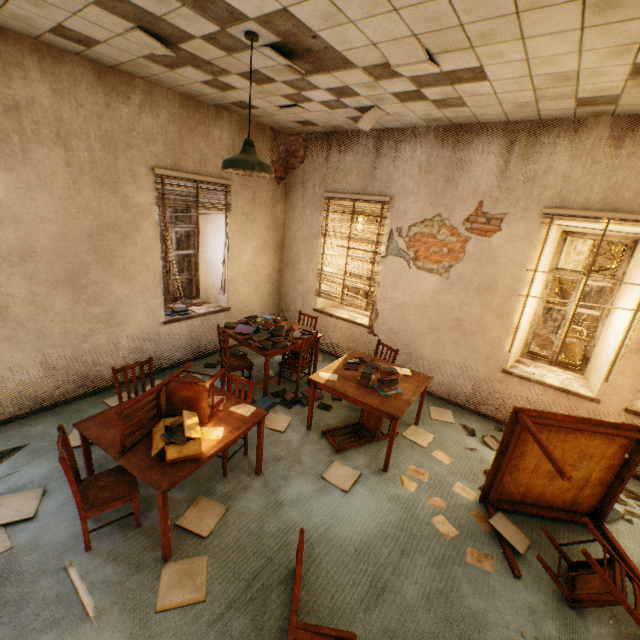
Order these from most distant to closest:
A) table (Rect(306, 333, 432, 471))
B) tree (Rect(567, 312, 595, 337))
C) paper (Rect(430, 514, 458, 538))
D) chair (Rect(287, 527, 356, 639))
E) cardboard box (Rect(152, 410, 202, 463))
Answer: tree (Rect(567, 312, 595, 337)), table (Rect(306, 333, 432, 471)), paper (Rect(430, 514, 458, 538)), cardboard box (Rect(152, 410, 202, 463)), chair (Rect(287, 527, 356, 639))

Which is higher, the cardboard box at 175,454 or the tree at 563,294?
the cardboard box at 175,454

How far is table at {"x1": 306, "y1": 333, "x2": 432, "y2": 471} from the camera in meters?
3.5 m

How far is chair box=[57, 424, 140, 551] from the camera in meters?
2.3 m

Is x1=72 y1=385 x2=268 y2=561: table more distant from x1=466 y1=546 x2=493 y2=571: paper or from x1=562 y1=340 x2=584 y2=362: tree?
x1=562 y1=340 x2=584 y2=362: tree

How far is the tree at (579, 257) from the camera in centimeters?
755cm

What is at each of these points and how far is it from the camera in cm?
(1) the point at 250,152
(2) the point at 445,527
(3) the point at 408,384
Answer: (1) lamp, 279
(2) paper, 305
(3) table, 404

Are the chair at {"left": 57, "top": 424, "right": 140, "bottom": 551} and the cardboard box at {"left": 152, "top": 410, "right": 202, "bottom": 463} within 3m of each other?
yes
